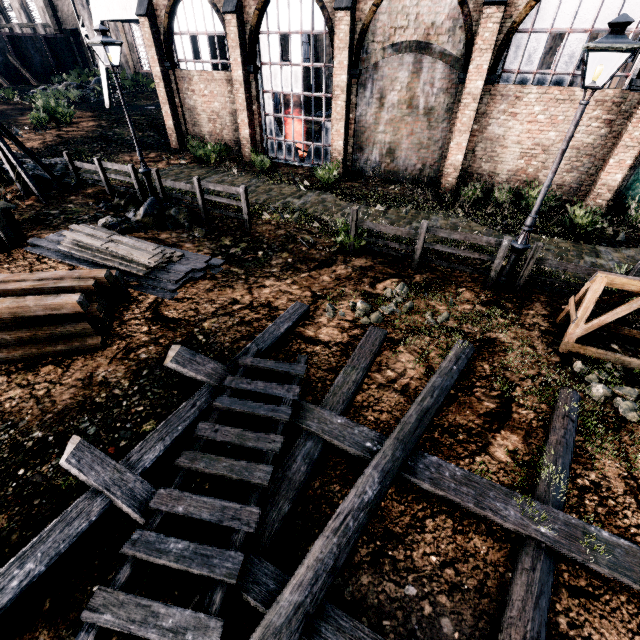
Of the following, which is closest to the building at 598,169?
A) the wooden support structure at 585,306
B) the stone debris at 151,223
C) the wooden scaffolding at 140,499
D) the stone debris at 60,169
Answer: the stone debris at 60,169

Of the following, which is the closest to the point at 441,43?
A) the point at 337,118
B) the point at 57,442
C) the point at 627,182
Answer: the point at 337,118

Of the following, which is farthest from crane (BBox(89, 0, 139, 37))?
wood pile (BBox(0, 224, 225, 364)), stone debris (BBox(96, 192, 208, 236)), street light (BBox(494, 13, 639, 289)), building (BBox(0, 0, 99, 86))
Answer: street light (BBox(494, 13, 639, 289))

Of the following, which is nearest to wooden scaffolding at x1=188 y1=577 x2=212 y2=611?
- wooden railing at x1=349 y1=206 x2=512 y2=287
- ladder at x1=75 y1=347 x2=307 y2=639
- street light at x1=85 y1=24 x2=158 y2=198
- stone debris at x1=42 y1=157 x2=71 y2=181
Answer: ladder at x1=75 y1=347 x2=307 y2=639

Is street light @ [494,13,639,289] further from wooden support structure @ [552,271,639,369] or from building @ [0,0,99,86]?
building @ [0,0,99,86]

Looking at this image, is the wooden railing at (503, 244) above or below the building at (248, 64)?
below

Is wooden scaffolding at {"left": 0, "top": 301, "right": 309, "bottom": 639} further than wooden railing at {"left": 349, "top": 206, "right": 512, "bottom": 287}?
No

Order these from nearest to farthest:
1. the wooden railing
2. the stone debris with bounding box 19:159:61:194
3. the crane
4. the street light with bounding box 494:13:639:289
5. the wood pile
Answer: the street light with bounding box 494:13:639:289, the wood pile, the wooden railing, the stone debris with bounding box 19:159:61:194, the crane
